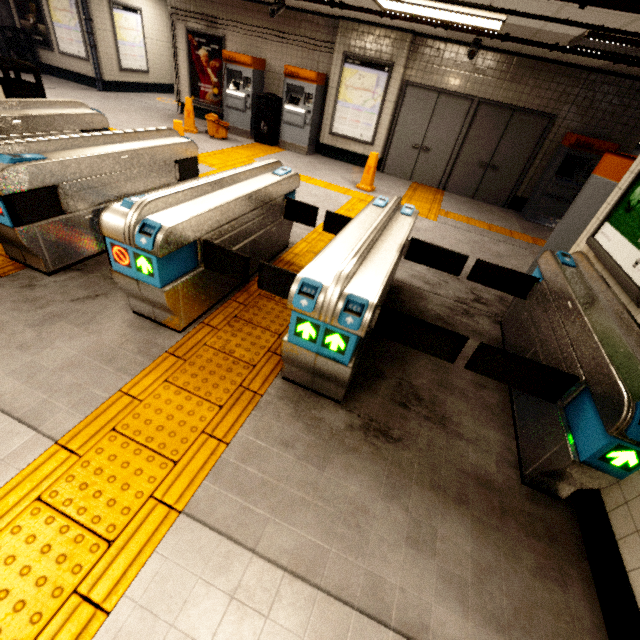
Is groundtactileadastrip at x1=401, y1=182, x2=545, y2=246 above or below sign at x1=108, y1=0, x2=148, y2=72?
below

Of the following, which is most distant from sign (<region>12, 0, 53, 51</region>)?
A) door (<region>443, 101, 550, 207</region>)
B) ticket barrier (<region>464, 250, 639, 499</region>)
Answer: Result: ticket barrier (<region>464, 250, 639, 499</region>)

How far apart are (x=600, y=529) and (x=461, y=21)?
6.76m

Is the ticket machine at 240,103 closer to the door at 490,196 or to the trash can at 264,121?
the trash can at 264,121

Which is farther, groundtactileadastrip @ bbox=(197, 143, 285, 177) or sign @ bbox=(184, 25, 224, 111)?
sign @ bbox=(184, 25, 224, 111)

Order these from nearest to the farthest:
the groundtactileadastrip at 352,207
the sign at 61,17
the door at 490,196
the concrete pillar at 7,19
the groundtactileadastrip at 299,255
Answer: the groundtactileadastrip at 299,255 < the groundtactileadastrip at 352,207 < the door at 490,196 < the sign at 61,17 < the concrete pillar at 7,19

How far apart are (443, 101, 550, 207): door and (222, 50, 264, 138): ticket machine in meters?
5.6

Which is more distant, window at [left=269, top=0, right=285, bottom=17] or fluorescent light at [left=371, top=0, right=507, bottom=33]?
window at [left=269, top=0, right=285, bottom=17]
